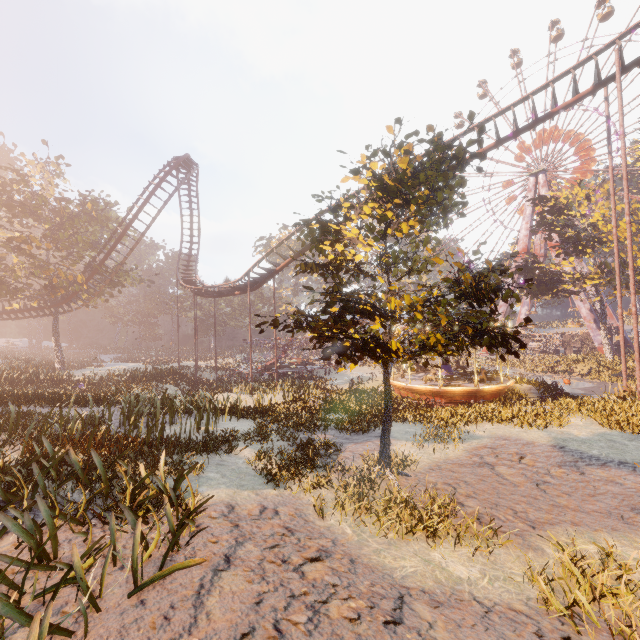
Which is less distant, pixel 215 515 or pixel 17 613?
pixel 17 613

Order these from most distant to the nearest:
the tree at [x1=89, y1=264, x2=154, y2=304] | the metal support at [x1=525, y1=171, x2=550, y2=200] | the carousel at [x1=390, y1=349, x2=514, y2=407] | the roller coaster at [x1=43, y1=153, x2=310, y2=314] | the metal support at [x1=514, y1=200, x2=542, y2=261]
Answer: the metal support at [x1=514, y1=200, x2=542, y2=261] < the metal support at [x1=525, y1=171, x2=550, y2=200] < the tree at [x1=89, y1=264, x2=154, y2=304] < the roller coaster at [x1=43, y1=153, x2=310, y2=314] < the carousel at [x1=390, y1=349, x2=514, y2=407]

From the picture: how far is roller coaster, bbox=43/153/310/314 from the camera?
23.3 meters

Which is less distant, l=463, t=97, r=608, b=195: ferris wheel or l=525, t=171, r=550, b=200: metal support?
l=463, t=97, r=608, b=195: ferris wheel

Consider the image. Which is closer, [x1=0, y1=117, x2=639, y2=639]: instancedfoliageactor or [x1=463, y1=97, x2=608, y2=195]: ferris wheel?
[x1=0, y1=117, x2=639, y2=639]: instancedfoliageactor

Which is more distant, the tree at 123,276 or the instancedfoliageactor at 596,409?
the tree at 123,276

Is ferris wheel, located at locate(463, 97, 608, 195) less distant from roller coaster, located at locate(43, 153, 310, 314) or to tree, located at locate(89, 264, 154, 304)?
roller coaster, located at locate(43, 153, 310, 314)

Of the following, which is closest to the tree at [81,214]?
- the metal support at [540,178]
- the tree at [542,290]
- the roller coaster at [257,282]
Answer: the roller coaster at [257,282]
